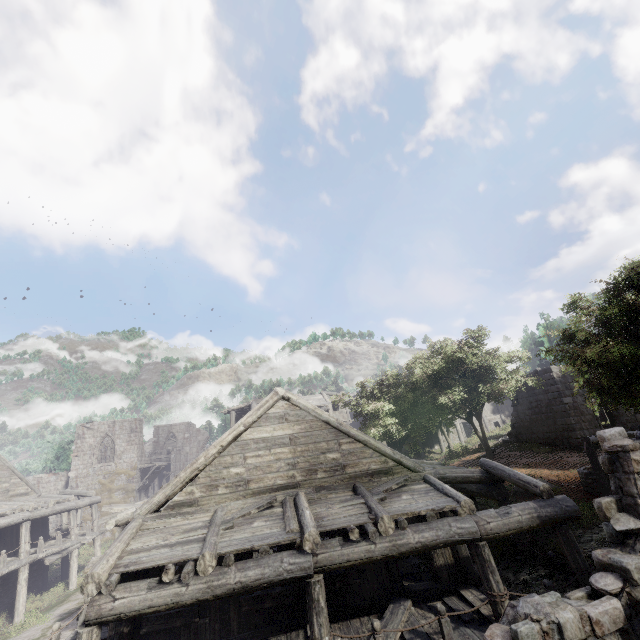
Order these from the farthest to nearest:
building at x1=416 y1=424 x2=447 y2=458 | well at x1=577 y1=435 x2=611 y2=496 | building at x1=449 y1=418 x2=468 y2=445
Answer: building at x1=449 y1=418 x2=468 y2=445 → building at x1=416 y1=424 x2=447 y2=458 → well at x1=577 y1=435 x2=611 y2=496

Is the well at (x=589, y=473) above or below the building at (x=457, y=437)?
below

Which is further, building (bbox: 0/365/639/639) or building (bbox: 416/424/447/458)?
building (bbox: 416/424/447/458)

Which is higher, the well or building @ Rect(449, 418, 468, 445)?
building @ Rect(449, 418, 468, 445)

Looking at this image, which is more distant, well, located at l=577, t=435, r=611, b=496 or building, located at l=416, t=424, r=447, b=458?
building, located at l=416, t=424, r=447, b=458

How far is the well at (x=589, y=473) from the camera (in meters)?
11.96

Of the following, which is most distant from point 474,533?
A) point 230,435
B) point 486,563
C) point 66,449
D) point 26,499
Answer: point 66,449
